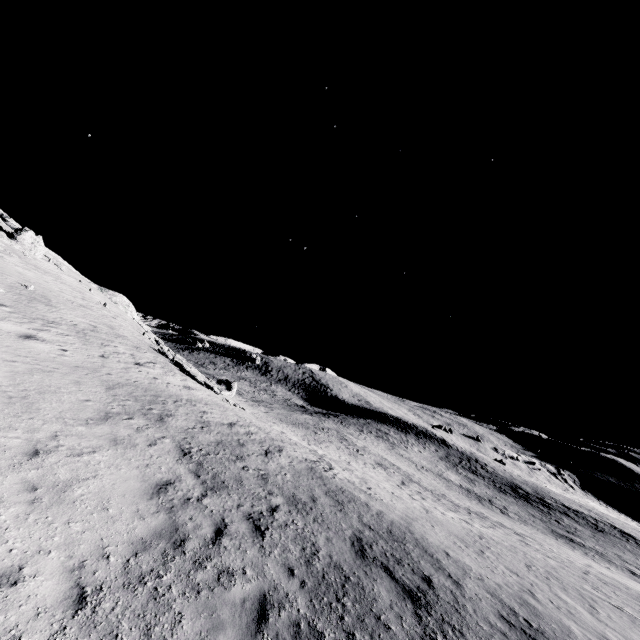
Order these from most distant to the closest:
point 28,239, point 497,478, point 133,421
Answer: point 497,478 → point 28,239 → point 133,421
